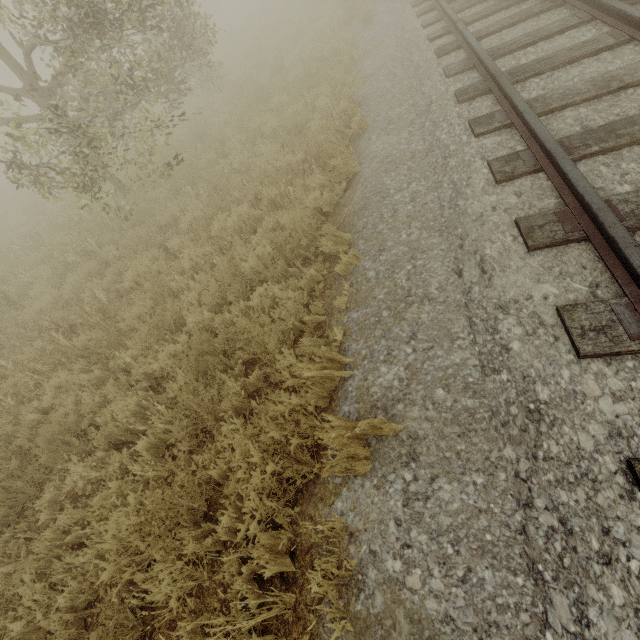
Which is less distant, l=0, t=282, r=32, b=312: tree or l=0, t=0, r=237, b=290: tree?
l=0, t=0, r=237, b=290: tree

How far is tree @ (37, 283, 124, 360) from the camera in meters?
5.1

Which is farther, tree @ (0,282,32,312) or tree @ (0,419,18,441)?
tree @ (0,282,32,312)

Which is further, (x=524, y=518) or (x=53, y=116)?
(x=53, y=116)

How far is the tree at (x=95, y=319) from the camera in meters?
5.1 m

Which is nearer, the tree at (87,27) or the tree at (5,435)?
the tree at (5,435)
